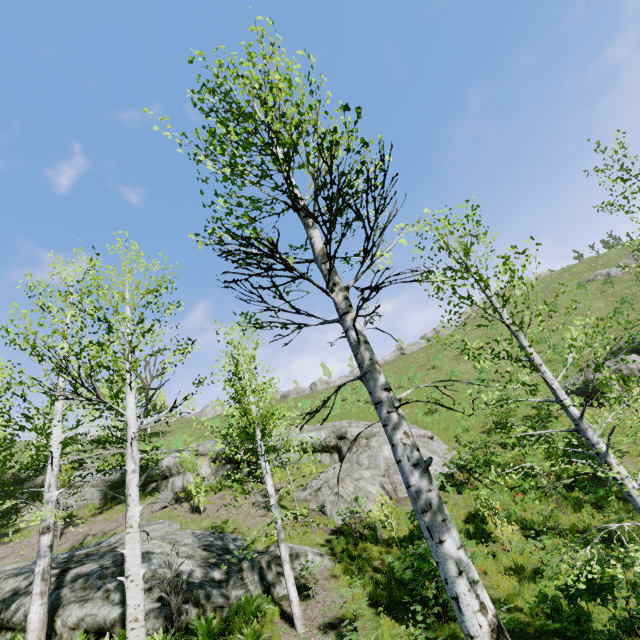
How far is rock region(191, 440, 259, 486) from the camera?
21.2m

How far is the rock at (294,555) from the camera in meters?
10.3

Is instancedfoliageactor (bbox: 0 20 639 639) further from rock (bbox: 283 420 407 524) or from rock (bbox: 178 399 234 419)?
rock (bbox: 178 399 234 419)

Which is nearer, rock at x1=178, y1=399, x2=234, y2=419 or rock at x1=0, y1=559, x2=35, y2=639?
rock at x1=0, y1=559, x2=35, y2=639

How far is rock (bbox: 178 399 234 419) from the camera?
49.69m

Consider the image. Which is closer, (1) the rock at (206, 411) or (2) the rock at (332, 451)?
(2) the rock at (332, 451)

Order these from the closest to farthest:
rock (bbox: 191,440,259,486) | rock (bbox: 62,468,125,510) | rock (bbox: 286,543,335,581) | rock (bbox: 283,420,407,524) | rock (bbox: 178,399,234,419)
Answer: rock (bbox: 286,543,335,581), rock (bbox: 283,420,407,524), rock (bbox: 191,440,259,486), rock (bbox: 62,468,125,510), rock (bbox: 178,399,234,419)

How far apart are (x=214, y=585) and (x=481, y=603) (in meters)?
10.17
